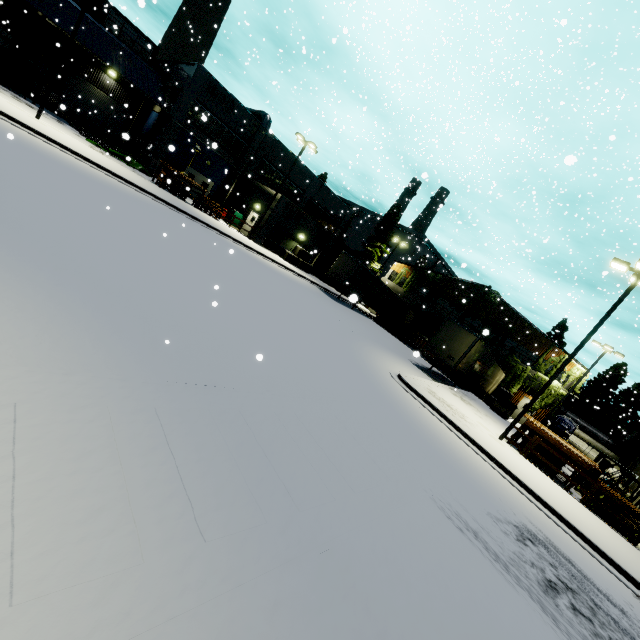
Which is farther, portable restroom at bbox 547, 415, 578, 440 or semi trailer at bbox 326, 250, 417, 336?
semi trailer at bbox 326, 250, 417, 336

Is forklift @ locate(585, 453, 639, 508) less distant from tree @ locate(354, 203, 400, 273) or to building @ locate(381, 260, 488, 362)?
building @ locate(381, 260, 488, 362)

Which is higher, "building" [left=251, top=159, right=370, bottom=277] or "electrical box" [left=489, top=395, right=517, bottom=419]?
"building" [left=251, top=159, right=370, bottom=277]

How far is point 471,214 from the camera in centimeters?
2947cm

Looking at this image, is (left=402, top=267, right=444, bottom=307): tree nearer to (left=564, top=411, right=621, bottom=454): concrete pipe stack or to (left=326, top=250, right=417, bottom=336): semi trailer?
(left=326, top=250, right=417, bottom=336): semi trailer

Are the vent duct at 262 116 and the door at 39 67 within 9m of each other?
yes

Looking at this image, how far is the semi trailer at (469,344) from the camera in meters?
21.6

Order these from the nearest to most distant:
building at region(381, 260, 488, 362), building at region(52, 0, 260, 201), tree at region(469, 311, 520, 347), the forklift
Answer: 1. the forklift
2. building at region(52, 0, 260, 201)
3. tree at region(469, 311, 520, 347)
4. building at region(381, 260, 488, 362)
